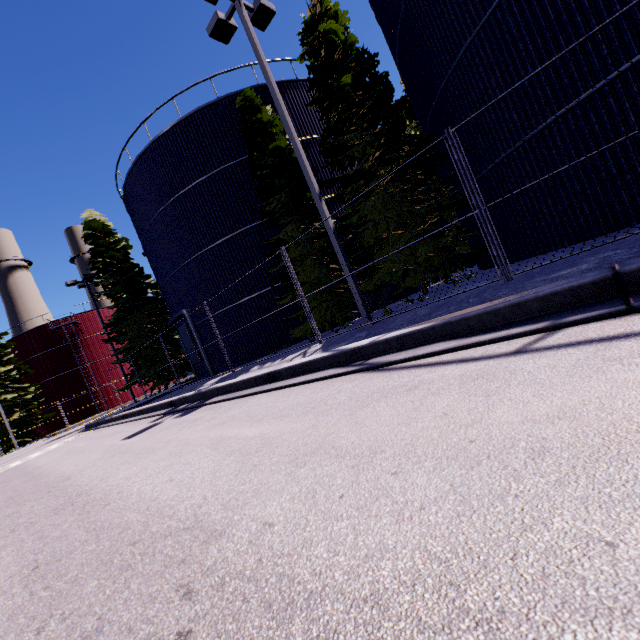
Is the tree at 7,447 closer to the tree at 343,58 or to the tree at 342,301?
the tree at 342,301

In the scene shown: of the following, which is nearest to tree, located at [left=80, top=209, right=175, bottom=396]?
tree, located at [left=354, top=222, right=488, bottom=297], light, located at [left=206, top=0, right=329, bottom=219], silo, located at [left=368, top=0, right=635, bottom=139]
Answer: silo, located at [left=368, top=0, right=635, bottom=139]

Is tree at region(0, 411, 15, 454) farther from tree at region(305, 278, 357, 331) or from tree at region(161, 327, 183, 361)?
tree at region(305, 278, 357, 331)

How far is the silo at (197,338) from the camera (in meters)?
16.92

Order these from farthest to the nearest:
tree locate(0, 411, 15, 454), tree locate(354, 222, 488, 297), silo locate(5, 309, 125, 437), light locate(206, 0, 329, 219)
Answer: silo locate(5, 309, 125, 437) → tree locate(0, 411, 15, 454) → tree locate(354, 222, 488, 297) → light locate(206, 0, 329, 219)

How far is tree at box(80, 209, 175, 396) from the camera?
22.30m

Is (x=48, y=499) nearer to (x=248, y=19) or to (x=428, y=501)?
(x=428, y=501)

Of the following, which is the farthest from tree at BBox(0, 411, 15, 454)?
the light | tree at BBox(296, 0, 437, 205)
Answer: the light
